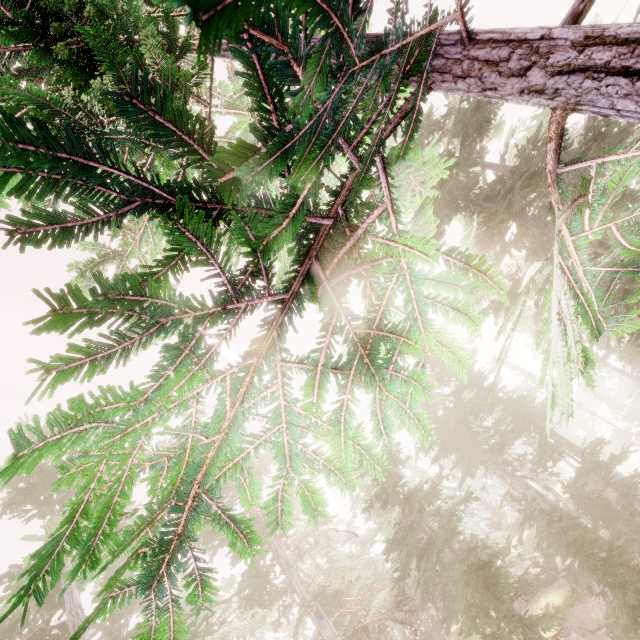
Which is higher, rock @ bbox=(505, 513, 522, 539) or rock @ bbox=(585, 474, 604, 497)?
rock @ bbox=(505, 513, 522, 539)

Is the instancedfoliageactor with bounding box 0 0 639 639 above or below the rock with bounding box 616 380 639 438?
above

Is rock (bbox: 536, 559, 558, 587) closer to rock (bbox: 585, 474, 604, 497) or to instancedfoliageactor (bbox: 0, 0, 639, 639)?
instancedfoliageactor (bbox: 0, 0, 639, 639)

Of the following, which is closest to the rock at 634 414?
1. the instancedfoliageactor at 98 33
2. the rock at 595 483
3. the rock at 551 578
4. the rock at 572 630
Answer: the instancedfoliageactor at 98 33

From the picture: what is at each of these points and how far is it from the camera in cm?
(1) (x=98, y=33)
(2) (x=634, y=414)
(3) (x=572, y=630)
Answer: A:
(1) instancedfoliageactor, 248
(2) rock, 3878
(3) rock, 1877

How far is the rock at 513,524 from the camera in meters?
42.9

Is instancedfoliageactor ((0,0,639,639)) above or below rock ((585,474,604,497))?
above
